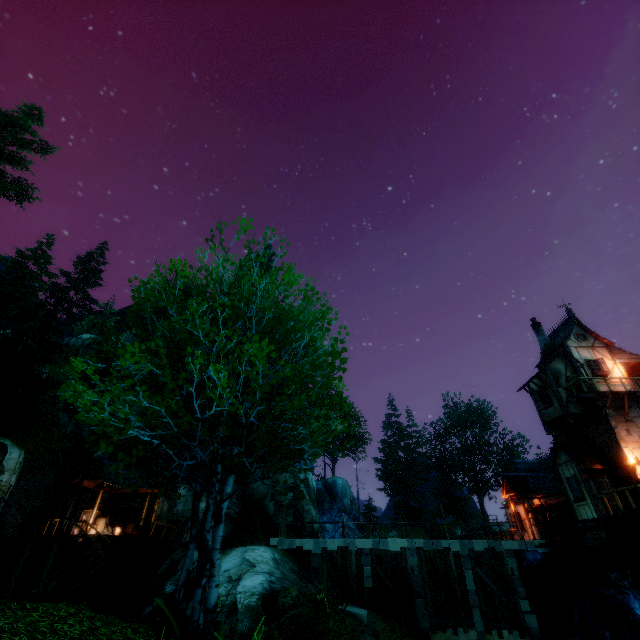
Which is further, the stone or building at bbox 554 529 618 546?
the stone

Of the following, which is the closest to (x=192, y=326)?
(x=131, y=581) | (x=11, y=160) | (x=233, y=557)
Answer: (x=233, y=557)

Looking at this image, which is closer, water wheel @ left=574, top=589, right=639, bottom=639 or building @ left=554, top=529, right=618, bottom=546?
water wheel @ left=574, top=589, right=639, bottom=639

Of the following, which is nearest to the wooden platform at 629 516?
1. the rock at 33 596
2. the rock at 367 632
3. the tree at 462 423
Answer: the rock at 367 632

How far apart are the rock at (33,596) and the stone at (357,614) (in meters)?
17.15

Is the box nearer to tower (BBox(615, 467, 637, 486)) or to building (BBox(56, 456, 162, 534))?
tower (BBox(615, 467, 637, 486))

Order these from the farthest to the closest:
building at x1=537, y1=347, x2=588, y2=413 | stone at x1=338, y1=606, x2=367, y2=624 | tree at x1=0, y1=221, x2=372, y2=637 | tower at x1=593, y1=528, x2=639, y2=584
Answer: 1. building at x1=537, y1=347, x2=588, y2=413
2. stone at x1=338, y1=606, x2=367, y2=624
3. tower at x1=593, y1=528, x2=639, y2=584
4. tree at x1=0, y1=221, x2=372, y2=637

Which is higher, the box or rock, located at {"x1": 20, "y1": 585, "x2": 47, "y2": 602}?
the box
